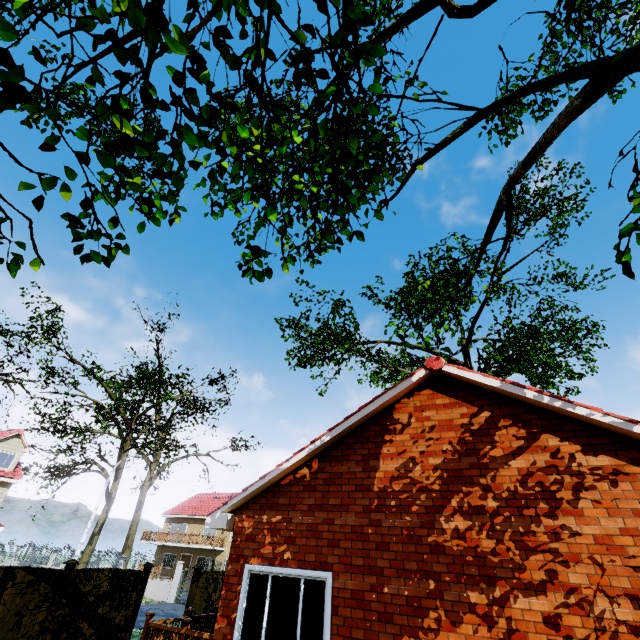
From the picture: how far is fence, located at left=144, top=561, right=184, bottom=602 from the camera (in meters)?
24.83

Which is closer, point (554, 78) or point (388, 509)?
point (554, 78)

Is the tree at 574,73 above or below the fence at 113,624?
above

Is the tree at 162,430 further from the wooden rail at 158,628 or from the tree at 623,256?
the wooden rail at 158,628

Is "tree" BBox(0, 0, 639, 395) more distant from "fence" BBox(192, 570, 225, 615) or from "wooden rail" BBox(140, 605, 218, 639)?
"wooden rail" BBox(140, 605, 218, 639)

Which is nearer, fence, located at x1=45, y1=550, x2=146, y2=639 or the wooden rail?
the wooden rail

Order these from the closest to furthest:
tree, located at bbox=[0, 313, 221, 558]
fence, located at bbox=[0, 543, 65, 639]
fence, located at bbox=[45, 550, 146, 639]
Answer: fence, located at bbox=[0, 543, 65, 639] → fence, located at bbox=[45, 550, 146, 639] → tree, located at bbox=[0, 313, 221, 558]
